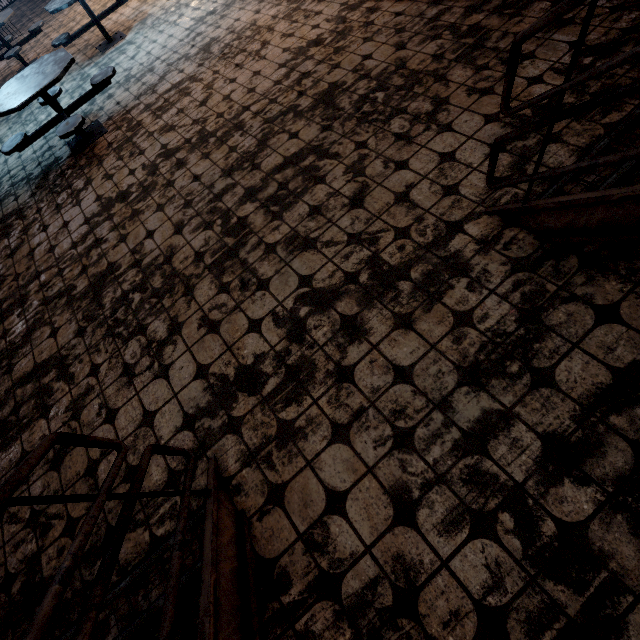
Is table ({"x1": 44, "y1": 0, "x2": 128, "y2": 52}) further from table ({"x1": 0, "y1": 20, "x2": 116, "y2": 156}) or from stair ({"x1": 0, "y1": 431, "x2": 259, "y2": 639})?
stair ({"x1": 0, "y1": 431, "x2": 259, "y2": 639})

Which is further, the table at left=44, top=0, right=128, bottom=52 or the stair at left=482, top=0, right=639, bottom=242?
the table at left=44, top=0, right=128, bottom=52

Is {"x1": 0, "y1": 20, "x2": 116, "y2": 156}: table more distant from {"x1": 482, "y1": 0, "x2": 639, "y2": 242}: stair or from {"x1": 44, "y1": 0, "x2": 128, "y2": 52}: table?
{"x1": 482, "y1": 0, "x2": 639, "y2": 242}: stair

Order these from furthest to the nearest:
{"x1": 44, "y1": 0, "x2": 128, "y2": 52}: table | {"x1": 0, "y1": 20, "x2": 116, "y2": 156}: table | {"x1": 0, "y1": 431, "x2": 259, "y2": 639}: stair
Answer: {"x1": 44, "y1": 0, "x2": 128, "y2": 52}: table
{"x1": 0, "y1": 20, "x2": 116, "y2": 156}: table
{"x1": 0, "y1": 431, "x2": 259, "y2": 639}: stair

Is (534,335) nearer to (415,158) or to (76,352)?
(415,158)

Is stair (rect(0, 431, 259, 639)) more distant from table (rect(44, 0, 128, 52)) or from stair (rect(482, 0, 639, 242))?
table (rect(44, 0, 128, 52))

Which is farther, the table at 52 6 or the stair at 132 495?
the table at 52 6

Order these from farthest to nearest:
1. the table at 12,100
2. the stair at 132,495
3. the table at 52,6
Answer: the table at 52,6 < the table at 12,100 < the stair at 132,495
